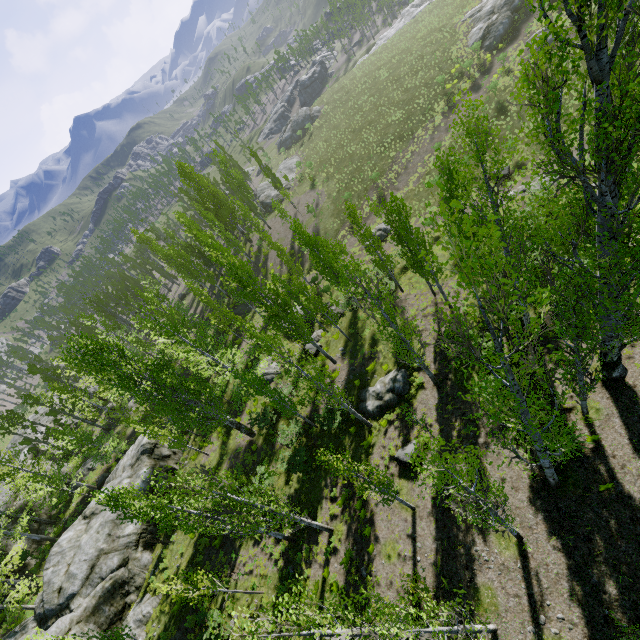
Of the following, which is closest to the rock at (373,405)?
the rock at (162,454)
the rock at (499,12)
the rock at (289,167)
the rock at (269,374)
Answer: the rock at (269,374)

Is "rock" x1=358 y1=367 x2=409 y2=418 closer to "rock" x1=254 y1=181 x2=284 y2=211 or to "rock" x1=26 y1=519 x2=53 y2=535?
"rock" x1=26 y1=519 x2=53 y2=535

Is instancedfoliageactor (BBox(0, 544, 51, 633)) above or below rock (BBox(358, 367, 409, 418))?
above

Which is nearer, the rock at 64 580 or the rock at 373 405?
the rock at 64 580

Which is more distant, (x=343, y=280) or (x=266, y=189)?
(x=266, y=189)

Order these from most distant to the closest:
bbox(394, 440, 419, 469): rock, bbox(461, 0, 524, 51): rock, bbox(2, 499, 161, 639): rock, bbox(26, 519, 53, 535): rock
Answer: bbox(461, 0, 524, 51): rock, bbox(26, 519, 53, 535): rock, bbox(2, 499, 161, 639): rock, bbox(394, 440, 419, 469): rock

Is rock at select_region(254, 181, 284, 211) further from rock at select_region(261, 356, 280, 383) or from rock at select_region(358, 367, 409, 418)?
rock at select_region(358, 367, 409, 418)

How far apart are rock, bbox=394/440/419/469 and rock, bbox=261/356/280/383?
14.3m
